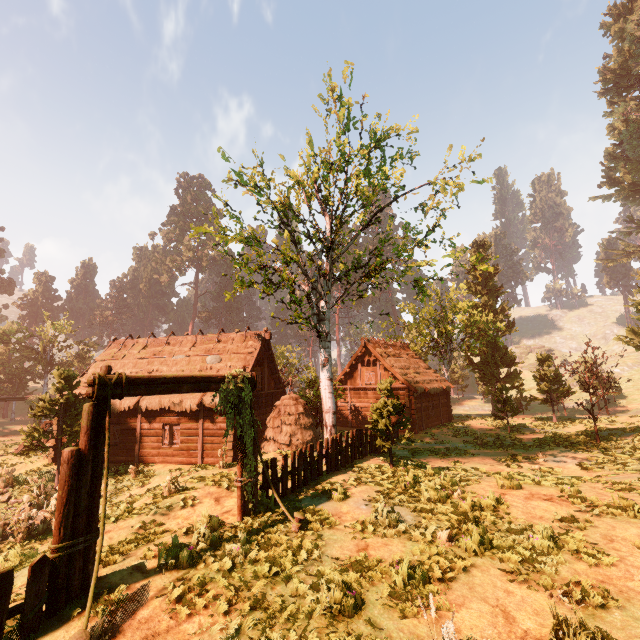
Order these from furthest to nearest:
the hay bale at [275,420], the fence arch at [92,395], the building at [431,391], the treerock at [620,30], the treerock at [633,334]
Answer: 1. the treerock at [620,30]
2. the treerock at [633,334]
3. the building at [431,391]
4. the hay bale at [275,420]
5. the fence arch at [92,395]

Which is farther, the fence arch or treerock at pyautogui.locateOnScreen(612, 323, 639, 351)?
treerock at pyautogui.locateOnScreen(612, 323, 639, 351)

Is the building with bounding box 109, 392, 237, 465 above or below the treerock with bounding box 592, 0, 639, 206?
below

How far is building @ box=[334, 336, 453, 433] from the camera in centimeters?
2636cm

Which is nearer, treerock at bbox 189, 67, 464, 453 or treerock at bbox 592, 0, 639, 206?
treerock at bbox 189, 67, 464, 453

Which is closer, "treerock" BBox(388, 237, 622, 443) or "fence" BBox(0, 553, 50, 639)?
"fence" BBox(0, 553, 50, 639)

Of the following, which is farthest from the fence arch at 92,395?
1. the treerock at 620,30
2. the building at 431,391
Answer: the building at 431,391

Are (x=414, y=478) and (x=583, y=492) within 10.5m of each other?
yes
